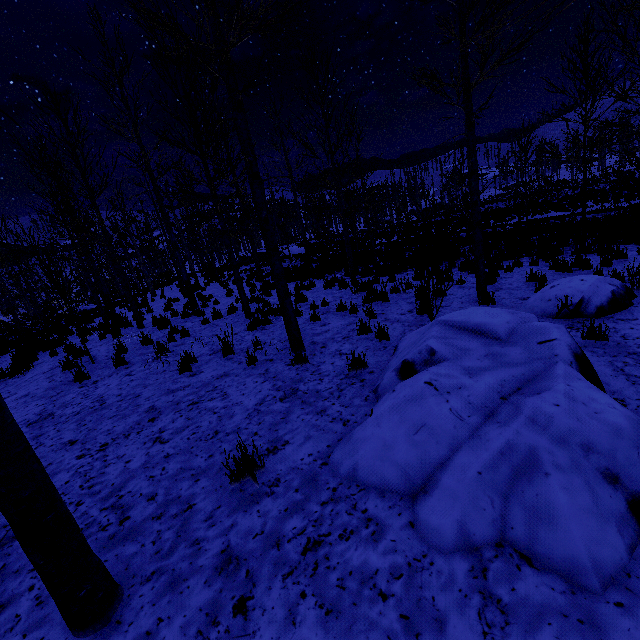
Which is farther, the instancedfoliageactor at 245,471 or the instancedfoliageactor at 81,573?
the instancedfoliageactor at 245,471

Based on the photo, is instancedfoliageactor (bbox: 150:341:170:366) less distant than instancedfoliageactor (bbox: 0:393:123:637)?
No

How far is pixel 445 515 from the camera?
2.21m

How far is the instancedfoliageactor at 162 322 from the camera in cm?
821

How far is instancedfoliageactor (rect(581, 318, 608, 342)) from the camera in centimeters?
422cm

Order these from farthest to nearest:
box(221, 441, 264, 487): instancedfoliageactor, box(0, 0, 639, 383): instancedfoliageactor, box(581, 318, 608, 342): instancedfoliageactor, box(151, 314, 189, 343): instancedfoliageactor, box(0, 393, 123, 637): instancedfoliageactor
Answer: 1. box(151, 314, 189, 343): instancedfoliageactor
2. box(0, 0, 639, 383): instancedfoliageactor
3. box(581, 318, 608, 342): instancedfoliageactor
4. box(221, 441, 264, 487): instancedfoliageactor
5. box(0, 393, 123, 637): instancedfoliageactor
